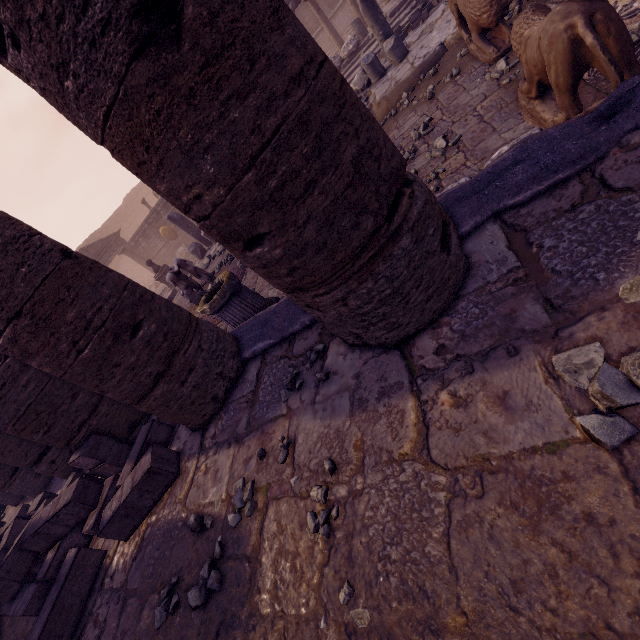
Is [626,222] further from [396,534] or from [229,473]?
[229,473]

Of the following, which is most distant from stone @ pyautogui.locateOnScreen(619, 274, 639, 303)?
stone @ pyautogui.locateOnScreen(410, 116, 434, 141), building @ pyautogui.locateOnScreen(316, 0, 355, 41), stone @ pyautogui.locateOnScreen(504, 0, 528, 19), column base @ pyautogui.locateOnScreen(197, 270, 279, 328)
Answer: building @ pyautogui.locateOnScreen(316, 0, 355, 41)

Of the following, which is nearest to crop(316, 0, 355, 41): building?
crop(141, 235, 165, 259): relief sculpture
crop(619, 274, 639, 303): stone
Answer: crop(141, 235, 165, 259): relief sculpture

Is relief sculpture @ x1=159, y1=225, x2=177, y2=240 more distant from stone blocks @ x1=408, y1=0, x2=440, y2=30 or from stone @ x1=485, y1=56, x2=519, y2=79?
stone @ x1=485, y1=56, x2=519, y2=79

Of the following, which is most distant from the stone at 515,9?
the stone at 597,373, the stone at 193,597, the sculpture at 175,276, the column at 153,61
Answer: the stone at 193,597

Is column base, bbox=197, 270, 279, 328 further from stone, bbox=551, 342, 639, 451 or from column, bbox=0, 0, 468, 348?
stone, bbox=551, 342, 639, 451

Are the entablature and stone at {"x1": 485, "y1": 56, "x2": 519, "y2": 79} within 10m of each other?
no

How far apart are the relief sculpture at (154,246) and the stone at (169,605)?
18.8m
